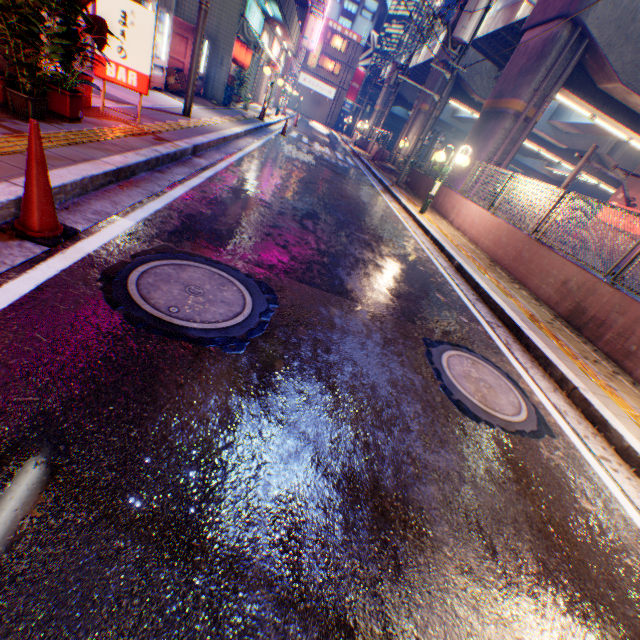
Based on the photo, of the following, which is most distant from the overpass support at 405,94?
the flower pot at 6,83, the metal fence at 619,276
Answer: the flower pot at 6,83

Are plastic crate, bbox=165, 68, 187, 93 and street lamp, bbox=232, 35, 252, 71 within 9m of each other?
yes

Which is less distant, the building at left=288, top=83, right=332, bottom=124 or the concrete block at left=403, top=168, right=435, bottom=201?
the concrete block at left=403, top=168, right=435, bottom=201

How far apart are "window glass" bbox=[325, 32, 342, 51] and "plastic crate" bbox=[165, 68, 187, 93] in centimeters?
5097cm

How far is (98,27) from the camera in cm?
441

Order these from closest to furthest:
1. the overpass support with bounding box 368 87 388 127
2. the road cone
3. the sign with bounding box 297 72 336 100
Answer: the road cone < the overpass support with bounding box 368 87 388 127 < the sign with bounding box 297 72 336 100

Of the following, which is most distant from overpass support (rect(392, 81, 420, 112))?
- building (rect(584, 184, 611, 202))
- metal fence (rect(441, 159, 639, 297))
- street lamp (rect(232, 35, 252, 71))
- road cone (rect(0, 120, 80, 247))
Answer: road cone (rect(0, 120, 80, 247))

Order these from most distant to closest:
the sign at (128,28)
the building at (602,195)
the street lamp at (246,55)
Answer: the building at (602,195) < the street lamp at (246,55) < the sign at (128,28)
